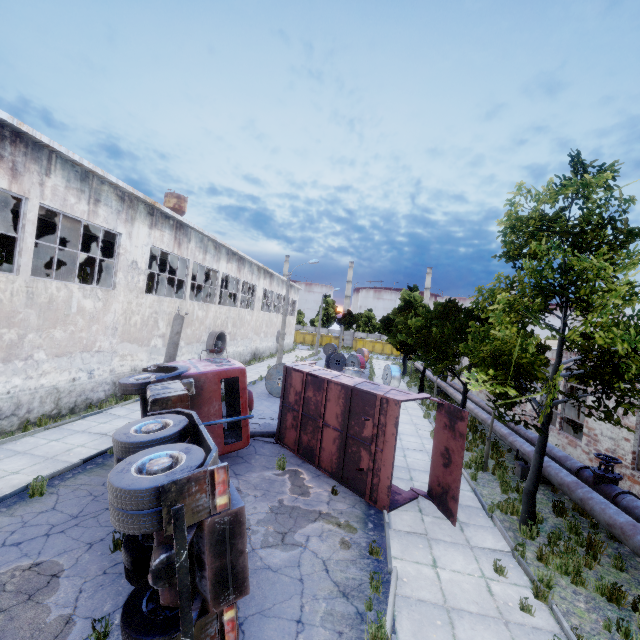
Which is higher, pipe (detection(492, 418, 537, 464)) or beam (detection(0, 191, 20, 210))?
beam (detection(0, 191, 20, 210))

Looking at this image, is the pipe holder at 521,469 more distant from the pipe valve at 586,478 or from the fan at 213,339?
the fan at 213,339

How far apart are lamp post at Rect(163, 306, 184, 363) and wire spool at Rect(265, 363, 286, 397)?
8.1 meters

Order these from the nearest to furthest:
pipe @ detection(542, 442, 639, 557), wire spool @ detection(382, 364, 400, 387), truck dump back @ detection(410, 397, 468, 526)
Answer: pipe @ detection(542, 442, 639, 557)
truck dump back @ detection(410, 397, 468, 526)
wire spool @ detection(382, 364, 400, 387)

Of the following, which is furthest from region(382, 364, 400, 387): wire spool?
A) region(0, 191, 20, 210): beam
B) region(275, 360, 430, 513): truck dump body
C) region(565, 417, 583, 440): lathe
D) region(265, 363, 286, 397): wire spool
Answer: region(0, 191, 20, 210): beam

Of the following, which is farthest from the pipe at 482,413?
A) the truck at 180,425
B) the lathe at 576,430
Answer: the truck at 180,425

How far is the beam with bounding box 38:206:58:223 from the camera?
13.93m

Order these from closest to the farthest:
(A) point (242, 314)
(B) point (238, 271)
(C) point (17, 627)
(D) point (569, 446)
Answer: (C) point (17, 627) < (D) point (569, 446) < (B) point (238, 271) < (A) point (242, 314)
